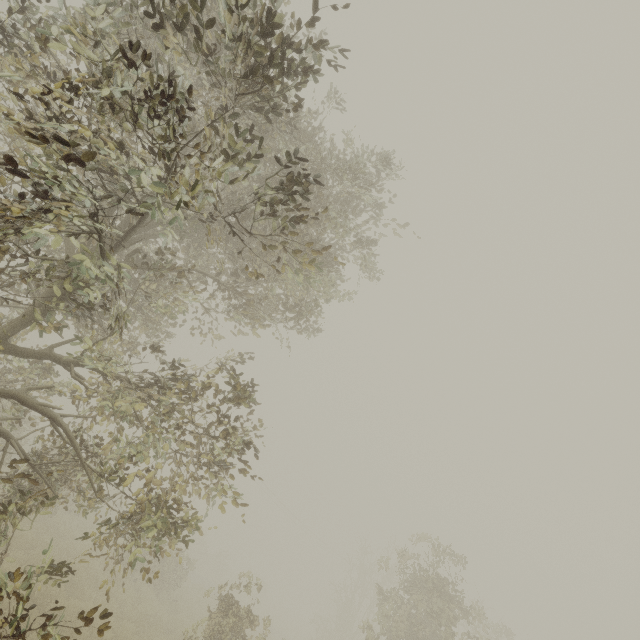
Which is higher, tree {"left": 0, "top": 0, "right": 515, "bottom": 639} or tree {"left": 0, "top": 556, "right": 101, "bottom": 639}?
tree {"left": 0, "top": 556, "right": 101, "bottom": 639}

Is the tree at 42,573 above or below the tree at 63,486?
above

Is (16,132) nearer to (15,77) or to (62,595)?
(15,77)
